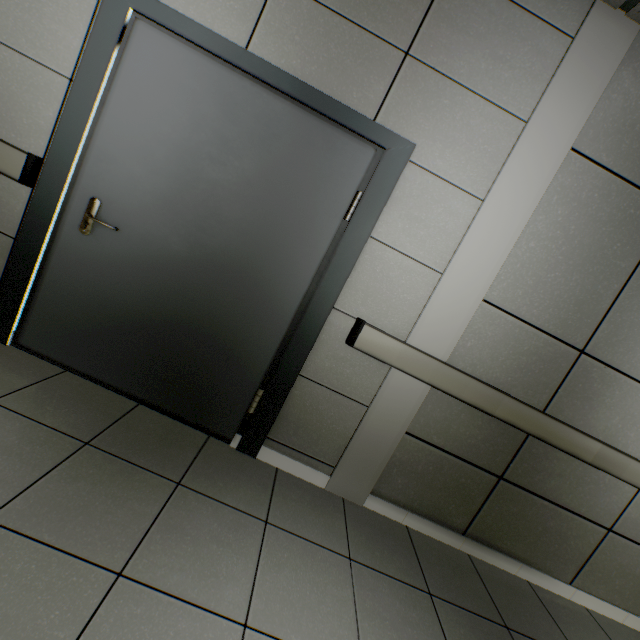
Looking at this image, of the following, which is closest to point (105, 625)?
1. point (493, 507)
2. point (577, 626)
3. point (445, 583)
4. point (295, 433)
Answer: point (295, 433)

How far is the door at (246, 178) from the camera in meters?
1.8 m

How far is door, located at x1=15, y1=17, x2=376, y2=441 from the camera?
1.8 meters
